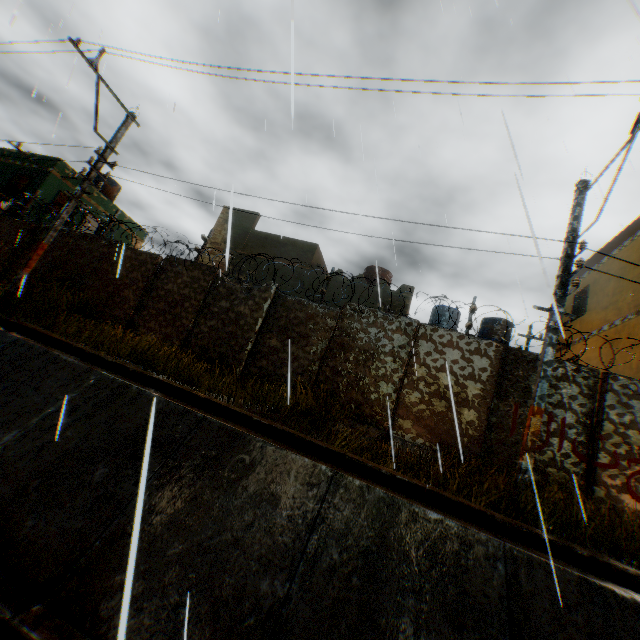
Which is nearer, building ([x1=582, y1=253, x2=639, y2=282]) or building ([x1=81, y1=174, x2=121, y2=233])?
→ building ([x1=582, y1=253, x2=639, y2=282])

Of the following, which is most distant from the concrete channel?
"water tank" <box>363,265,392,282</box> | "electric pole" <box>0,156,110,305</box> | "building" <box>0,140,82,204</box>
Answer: "water tank" <box>363,265,392,282</box>

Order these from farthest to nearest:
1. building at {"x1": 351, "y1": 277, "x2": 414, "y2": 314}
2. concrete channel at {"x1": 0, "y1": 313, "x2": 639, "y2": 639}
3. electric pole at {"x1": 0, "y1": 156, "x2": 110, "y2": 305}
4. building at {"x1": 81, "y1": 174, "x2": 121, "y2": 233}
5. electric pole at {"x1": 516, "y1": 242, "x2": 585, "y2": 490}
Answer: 1. building at {"x1": 81, "y1": 174, "x2": 121, "y2": 233}
2. building at {"x1": 351, "y1": 277, "x2": 414, "y2": 314}
3. electric pole at {"x1": 0, "y1": 156, "x2": 110, "y2": 305}
4. electric pole at {"x1": 516, "y1": 242, "x2": 585, "y2": 490}
5. concrete channel at {"x1": 0, "y1": 313, "x2": 639, "y2": 639}

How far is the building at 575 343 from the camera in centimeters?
1273cm

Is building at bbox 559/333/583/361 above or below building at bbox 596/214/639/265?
below

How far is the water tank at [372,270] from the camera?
17.0 meters

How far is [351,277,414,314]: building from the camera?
13.4m

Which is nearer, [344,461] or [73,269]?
[344,461]
